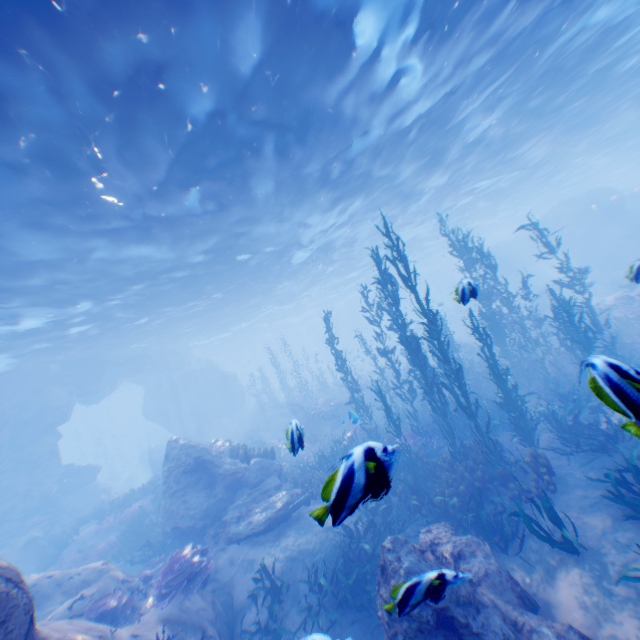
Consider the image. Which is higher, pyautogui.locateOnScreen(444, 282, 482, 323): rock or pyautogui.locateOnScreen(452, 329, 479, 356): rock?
pyautogui.locateOnScreen(444, 282, 482, 323): rock

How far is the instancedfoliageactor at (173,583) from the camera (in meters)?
8.10

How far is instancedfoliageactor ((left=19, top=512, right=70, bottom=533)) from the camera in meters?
19.1

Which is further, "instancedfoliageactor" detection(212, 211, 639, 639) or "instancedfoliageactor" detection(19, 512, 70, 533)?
"instancedfoliageactor" detection(19, 512, 70, 533)

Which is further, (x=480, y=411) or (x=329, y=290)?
(x=329, y=290)

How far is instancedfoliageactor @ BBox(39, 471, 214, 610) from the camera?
8.1 meters

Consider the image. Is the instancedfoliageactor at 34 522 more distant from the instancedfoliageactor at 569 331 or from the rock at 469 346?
the instancedfoliageactor at 569 331

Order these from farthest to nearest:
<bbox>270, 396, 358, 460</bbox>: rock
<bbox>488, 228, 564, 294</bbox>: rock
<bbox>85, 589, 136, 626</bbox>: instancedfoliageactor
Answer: <bbox>488, 228, 564, 294</bbox>: rock, <bbox>85, 589, 136, 626</bbox>: instancedfoliageactor, <bbox>270, 396, 358, 460</bbox>: rock
